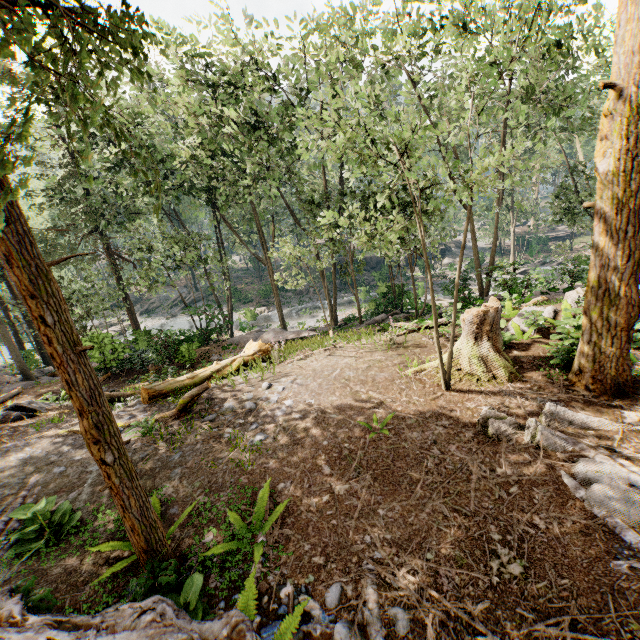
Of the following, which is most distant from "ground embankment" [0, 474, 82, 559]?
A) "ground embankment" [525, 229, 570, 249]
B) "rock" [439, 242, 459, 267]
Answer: "ground embankment" [525, 229, 570, 249]

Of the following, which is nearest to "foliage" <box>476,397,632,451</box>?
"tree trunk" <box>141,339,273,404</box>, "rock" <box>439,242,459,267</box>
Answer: "rock" <box>439,242,459,267</box>

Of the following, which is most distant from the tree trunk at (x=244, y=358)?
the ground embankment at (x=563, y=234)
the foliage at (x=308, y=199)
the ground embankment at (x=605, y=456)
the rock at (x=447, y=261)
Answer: the ground embankment at (x=563, y=234)

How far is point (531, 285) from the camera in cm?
1588

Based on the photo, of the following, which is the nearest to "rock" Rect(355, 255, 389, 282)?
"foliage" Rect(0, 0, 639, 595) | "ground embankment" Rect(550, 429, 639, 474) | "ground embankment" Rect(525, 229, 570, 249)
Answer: "foliage" Rect(0, 0, 639, 595)

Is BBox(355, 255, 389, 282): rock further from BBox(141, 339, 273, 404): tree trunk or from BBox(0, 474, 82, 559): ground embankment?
BBox(0, 474, 82, 559): ground embankment

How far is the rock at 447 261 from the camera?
48.8 meters
